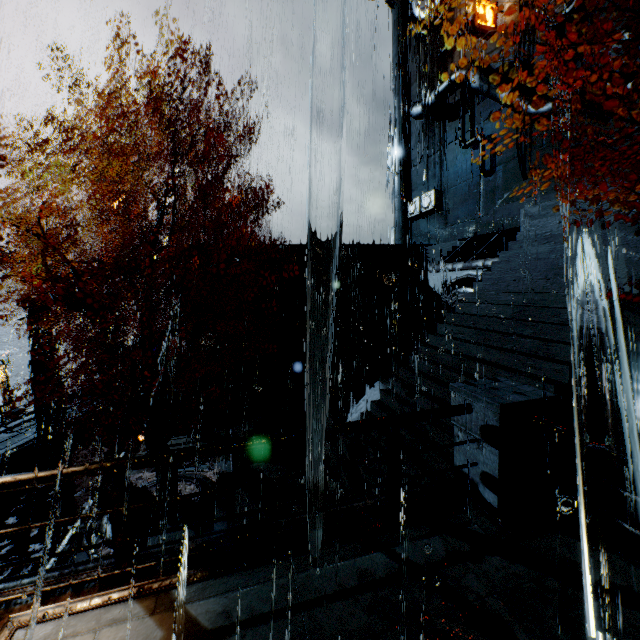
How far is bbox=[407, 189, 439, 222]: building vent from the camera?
27.4 meters

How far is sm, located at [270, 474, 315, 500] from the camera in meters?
7.4 m

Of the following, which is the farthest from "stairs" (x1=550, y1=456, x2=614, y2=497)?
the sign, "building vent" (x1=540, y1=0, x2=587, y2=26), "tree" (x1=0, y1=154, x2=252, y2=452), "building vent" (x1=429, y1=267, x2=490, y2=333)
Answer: the sign

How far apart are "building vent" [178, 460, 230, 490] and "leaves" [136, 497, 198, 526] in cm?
0

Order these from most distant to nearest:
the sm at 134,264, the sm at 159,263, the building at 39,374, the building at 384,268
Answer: the building at 384,268
the sm at 159,263
the sm at 134,264
the building at 39,374

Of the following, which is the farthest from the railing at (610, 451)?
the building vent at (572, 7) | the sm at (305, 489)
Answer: the building vent at (572, 7)

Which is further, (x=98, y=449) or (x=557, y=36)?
(x=557, y=36)

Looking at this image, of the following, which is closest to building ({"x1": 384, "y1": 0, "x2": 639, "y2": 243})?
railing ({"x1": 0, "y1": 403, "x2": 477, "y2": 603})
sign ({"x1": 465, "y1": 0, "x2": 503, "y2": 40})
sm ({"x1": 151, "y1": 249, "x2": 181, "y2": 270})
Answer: sm ({"x1": 151, "y1": 249, "x2": 181, "y2": 270})
